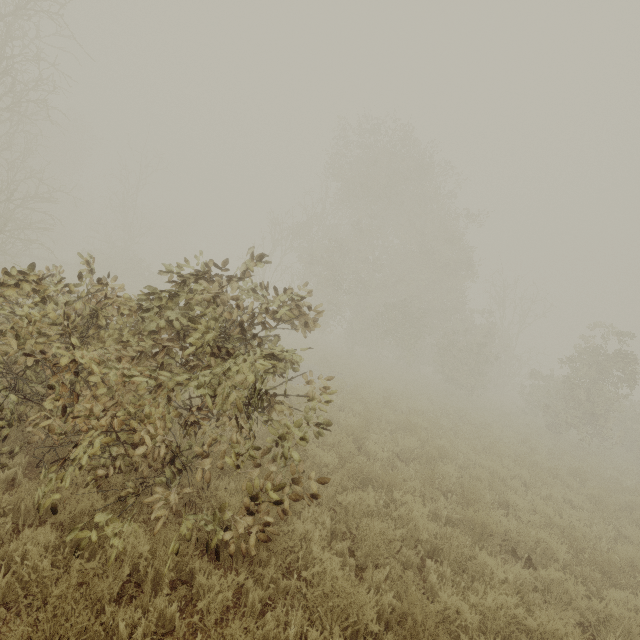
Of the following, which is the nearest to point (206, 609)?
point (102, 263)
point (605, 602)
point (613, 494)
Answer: point (605, 602)
